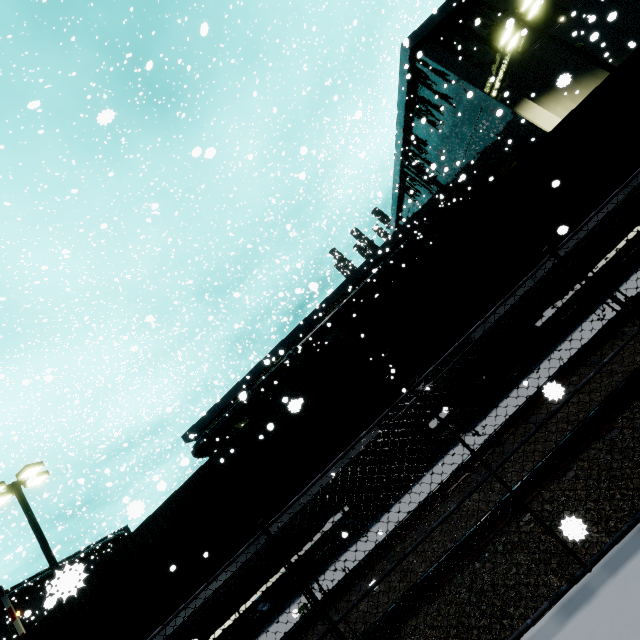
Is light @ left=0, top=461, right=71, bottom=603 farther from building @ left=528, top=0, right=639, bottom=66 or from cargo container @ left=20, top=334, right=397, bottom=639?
building @ left=528, top=0, right=639, bottom=66

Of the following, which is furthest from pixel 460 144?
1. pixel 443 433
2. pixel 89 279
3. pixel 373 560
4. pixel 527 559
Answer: pixel 89 279

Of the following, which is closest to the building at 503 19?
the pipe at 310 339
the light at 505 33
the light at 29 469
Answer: the pipe at 310 339

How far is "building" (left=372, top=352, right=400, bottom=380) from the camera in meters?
17.8

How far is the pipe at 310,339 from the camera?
25.89m

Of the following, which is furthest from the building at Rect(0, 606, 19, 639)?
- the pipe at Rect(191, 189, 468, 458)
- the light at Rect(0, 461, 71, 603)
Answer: the light at Rect(0, 461, 71, 603)

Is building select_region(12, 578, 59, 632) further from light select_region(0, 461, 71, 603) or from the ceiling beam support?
Answer: light select_region(0, 461, 71, 603)
